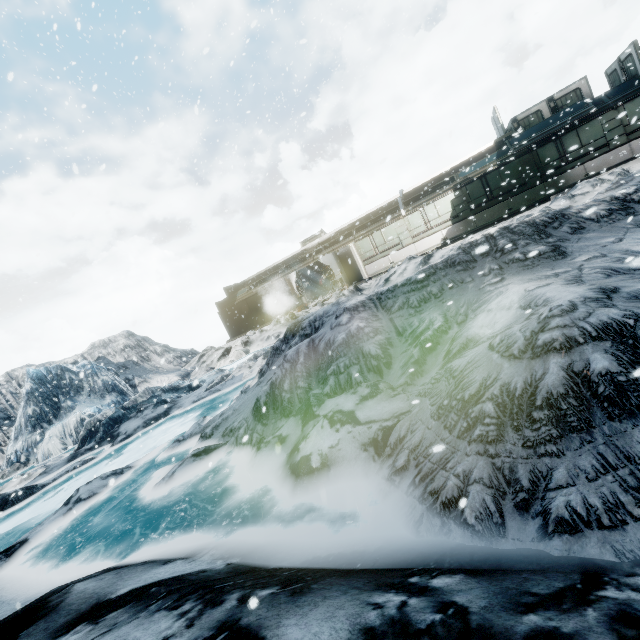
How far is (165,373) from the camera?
24.4 meters
